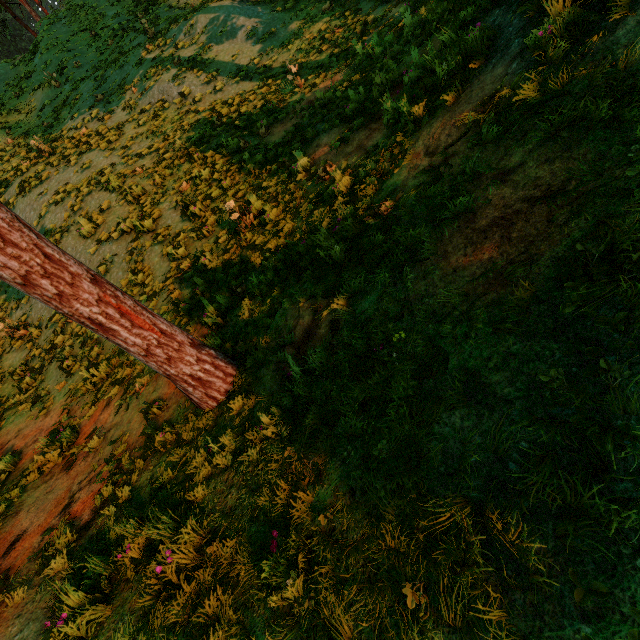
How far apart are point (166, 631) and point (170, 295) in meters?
6.3

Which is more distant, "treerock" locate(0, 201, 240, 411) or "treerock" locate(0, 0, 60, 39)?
"treerock" locate(0, 0, 60, 39)

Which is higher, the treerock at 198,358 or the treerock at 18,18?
the treerock at 18,18

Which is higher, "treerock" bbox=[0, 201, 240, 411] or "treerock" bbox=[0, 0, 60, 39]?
"treerock" bbox=[0, 0, 60, 39]

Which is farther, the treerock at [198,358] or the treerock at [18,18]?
the treerock at [18,18]
